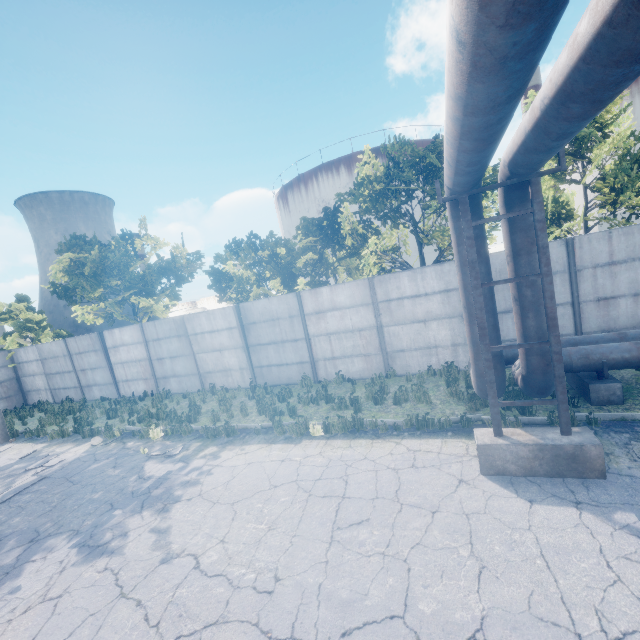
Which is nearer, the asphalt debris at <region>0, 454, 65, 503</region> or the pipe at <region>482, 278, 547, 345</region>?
the pipe at <region>482, 278, 547, 345</region>

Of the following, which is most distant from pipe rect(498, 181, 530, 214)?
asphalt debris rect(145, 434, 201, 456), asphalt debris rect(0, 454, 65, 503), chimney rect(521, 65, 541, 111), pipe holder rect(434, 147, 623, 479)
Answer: chimney rect(521, 65, 541, 111)

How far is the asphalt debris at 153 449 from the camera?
9.0m

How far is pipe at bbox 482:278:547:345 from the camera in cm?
551

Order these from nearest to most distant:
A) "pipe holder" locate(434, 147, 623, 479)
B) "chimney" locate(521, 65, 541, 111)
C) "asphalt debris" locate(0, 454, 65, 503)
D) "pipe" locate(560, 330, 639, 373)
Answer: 1. "pipe holder" locate(434, 147, 623, 479)
2. "pipe" locate(560, 330, 639, 373)
3. "asphalt debris" locate(0, 454, 65, 503)
4. "chimney" locate(521, 65, 541, 111)

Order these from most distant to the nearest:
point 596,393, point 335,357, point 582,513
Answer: point 335,357 < point 596,393 < point 582,513

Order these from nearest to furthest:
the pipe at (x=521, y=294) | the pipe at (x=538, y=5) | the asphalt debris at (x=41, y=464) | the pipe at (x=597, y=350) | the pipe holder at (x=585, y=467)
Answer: the pipe at (x=538, y=5)
the pipe holder at (x=585, y=467)
the pipe at (x=521, y=294)
the pipe at (x=597, y=350)
the asphalt debris at (x=41, y=464)

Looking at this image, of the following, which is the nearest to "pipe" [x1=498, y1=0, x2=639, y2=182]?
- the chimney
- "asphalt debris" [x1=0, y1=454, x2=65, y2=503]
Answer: "asphalt debris" [x1=0, y1=454, x2=65, y2=503]
